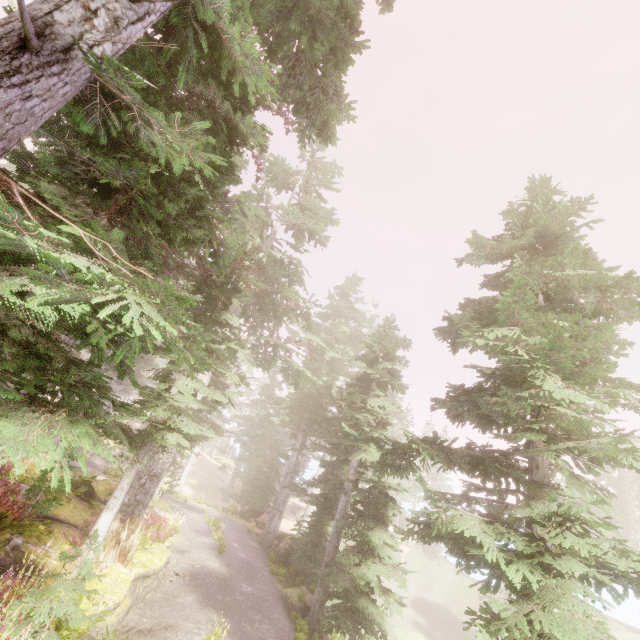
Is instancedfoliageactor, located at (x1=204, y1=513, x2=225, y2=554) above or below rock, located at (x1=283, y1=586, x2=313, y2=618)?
above

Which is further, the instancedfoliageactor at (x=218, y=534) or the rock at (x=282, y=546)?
the rock at (x=282, y=546)

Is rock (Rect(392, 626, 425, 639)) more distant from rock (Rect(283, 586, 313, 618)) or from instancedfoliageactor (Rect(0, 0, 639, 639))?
rock (Rect(283, 586, 313, 618))

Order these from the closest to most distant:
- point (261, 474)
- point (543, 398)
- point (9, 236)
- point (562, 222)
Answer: point (9, 236) → point (543, 398) → point (562, 222) → point (261, 474)

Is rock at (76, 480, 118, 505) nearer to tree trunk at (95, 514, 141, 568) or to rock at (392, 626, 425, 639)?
tree trunk at (95, 514, 141, 568)

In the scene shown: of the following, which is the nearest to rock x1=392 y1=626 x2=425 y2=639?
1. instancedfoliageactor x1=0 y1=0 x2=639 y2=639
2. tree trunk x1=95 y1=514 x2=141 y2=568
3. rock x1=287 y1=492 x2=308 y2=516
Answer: instancedfoliageactor x1=0 y1=0 x2=639 y2=639

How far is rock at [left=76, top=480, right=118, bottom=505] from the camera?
13.8 meters

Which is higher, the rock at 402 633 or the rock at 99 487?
the rock at 99 487
